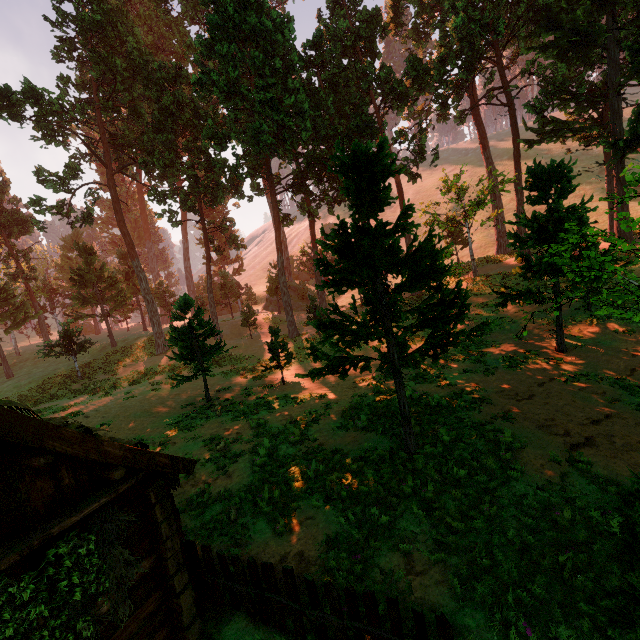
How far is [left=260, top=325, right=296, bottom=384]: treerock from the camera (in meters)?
18.78

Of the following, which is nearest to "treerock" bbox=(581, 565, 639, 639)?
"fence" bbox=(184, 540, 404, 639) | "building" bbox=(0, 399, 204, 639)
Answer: "building" bbox=(0, 399, 204, 639)

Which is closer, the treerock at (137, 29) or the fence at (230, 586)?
the fence at (230, 586)

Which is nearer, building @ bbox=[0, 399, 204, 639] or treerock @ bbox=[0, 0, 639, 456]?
building @ bbox=[0, 399, 204, 639]

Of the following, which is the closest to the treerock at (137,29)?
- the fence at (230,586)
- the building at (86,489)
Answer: the building at (86,489)

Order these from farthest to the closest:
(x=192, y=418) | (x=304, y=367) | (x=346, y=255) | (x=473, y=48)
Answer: (x=473, y=48) → (x=304, y=367) → (x=192, y=418) → (x=346, y=255)

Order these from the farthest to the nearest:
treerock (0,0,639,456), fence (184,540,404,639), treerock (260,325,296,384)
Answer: treerock (260,325,296,384) < treerock (0,0,639,456) < fence (184,540,404,639)
